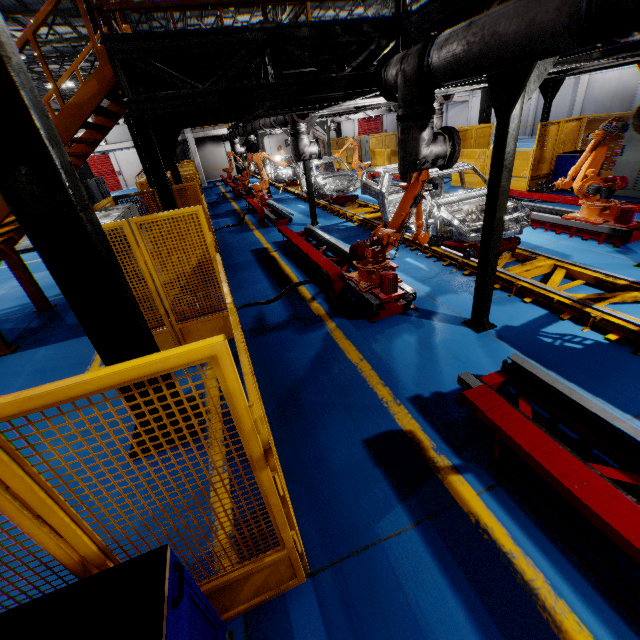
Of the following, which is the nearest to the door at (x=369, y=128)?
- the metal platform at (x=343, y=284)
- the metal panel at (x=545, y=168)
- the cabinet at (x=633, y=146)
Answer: the metal panel at (x=545, y=168)

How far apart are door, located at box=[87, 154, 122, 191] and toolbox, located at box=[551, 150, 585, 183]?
41.16m

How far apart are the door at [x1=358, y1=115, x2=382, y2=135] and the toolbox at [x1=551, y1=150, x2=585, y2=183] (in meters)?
37.38

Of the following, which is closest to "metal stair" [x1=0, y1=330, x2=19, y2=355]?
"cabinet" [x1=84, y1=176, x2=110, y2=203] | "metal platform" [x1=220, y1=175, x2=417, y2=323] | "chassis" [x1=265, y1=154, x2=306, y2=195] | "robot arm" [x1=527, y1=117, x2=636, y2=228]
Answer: "metal platform" [x1=220, y1=175, x2=417, y2=323]

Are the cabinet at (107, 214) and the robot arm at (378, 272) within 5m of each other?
yes

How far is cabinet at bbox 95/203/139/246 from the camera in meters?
5.0

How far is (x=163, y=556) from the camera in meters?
1.6

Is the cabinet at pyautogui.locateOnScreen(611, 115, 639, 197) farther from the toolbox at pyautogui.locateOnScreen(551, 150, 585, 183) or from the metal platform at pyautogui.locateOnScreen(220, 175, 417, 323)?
the metal platform at pyautogui.locateOnScreen(220, 175, 417, 323)
